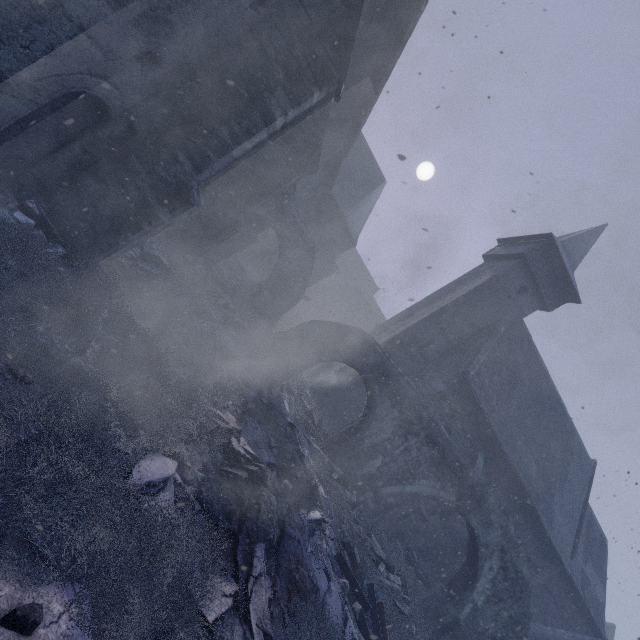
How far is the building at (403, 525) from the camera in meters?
15.0

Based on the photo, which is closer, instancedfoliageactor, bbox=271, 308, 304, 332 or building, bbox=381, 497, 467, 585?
building, bbox=381, 497, 467, 585

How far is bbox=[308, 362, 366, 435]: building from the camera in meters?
17.5 m

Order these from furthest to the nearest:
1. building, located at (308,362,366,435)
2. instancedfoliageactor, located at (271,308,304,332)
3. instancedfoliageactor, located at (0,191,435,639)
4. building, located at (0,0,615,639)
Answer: instancedfoliageactor, located at (271,308,304,332) < building, located at (308,362,366,435) < building, located at (0,0,615,639) < instancedfoliageactor, located at (0,191,435,639)

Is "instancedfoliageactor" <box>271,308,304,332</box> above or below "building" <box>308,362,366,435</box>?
below

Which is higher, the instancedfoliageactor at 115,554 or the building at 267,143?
the building at 267,143

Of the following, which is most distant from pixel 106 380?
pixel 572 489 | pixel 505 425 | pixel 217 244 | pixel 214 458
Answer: pixel 572 489
